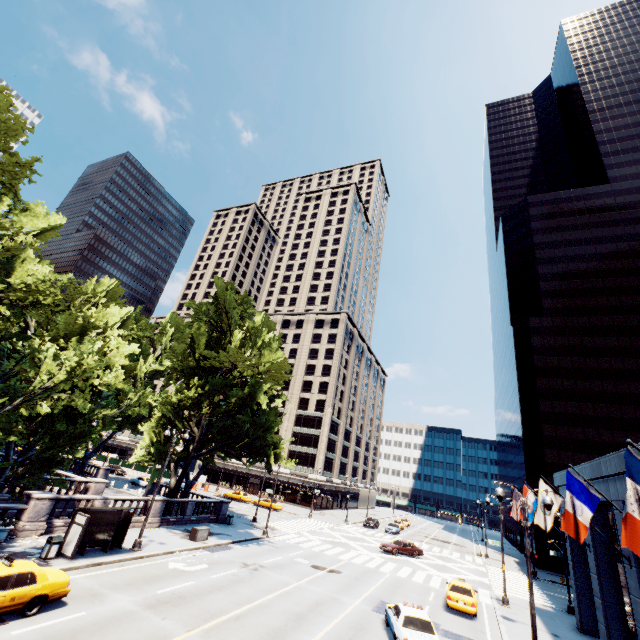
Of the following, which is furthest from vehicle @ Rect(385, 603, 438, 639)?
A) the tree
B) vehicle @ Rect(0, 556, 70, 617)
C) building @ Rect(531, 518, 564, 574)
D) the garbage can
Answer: building @ Rect(531, 518, 564, 574)

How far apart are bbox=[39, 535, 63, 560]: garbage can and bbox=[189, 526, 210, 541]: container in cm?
1018

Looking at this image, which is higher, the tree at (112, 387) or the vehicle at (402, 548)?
the tree at (112, 387)

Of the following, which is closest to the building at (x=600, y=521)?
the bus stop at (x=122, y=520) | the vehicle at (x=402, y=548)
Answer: the vehicle at (x=402, y=548)

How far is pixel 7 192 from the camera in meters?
15.5 m

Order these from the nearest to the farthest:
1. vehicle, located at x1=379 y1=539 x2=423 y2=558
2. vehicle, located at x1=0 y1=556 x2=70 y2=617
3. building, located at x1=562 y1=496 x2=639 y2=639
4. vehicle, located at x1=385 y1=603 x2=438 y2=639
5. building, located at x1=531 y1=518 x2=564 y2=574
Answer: vehicle, located at x1=0 y1=556 x2=70 y2=617, vehicle, located at x1=385 y1=603 x2=438 y2=639, building, located at x1=562 y1=496 x2=639 y2=639, vehicle, located at x1=379 y1=539 x2=423 y2=558, building, located at x1=531 y1=518 x2=564 y2=574

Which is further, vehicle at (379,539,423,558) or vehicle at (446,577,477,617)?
vehicle at (379,539,423,558)

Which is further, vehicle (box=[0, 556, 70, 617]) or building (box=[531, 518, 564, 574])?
building (box=[531, 518, 564, 574])
